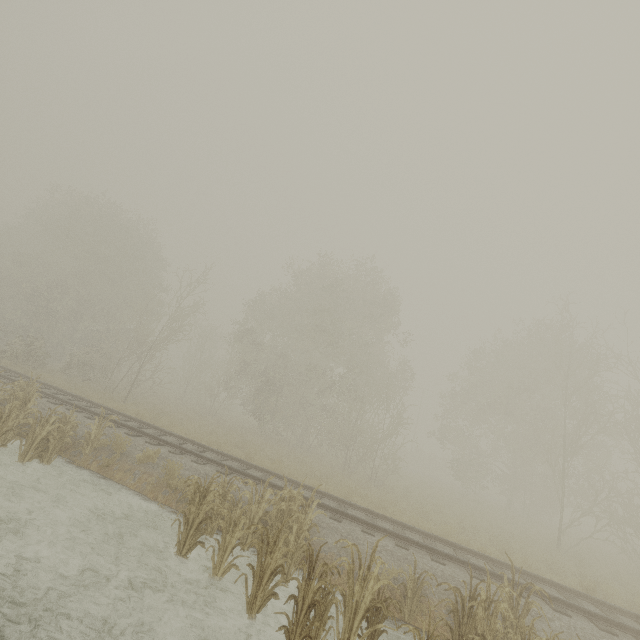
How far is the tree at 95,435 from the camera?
9.8 meters

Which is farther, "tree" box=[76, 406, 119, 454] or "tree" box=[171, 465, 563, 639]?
"tree" box=[76, 406, 119, 454]

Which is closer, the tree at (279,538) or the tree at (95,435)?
the tree at (279,538)

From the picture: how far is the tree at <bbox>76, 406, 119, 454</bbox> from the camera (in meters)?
9.79

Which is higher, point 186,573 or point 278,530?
point 278,530
